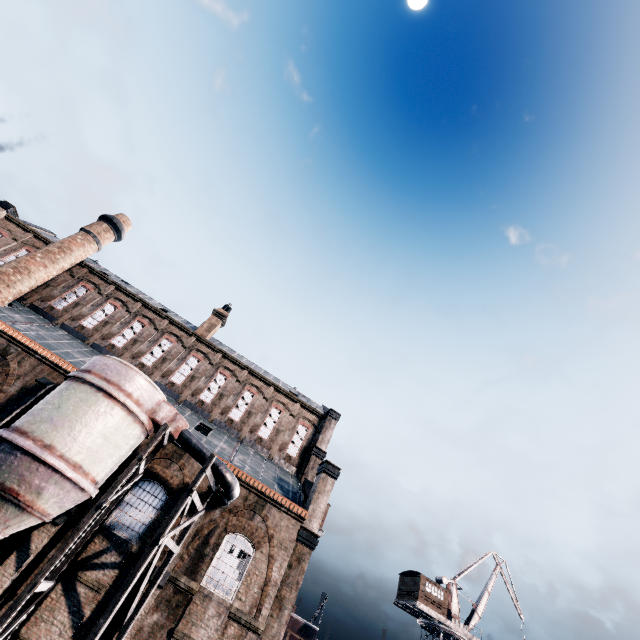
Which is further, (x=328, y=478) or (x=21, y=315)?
(x=21, y=315)

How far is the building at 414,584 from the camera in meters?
40.6 m

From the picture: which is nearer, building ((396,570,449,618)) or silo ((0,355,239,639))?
silo ((0,355,239,639))

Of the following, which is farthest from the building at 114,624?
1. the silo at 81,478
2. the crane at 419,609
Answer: the crane at 419,609

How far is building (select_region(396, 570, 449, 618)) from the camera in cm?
4056

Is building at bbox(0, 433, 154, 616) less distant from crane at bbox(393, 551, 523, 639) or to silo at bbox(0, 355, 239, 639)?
silo at bbox(0, 355, 239, 639)

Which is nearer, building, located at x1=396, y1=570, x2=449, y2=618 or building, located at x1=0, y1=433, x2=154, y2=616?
building, located at x1=0, y1=433, x2=154, y2=616

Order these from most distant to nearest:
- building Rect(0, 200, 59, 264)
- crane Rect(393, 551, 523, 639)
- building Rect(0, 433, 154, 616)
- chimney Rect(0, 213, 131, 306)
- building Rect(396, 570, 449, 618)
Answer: building Rect(396, 570, 449, 618)
crane Rect(393, 551, 523, 639)
building Rect(0, 200, 59, 264)
chimney Rect(0, 213, 131, 306)
building Rect(0, 433, 154, 616)
